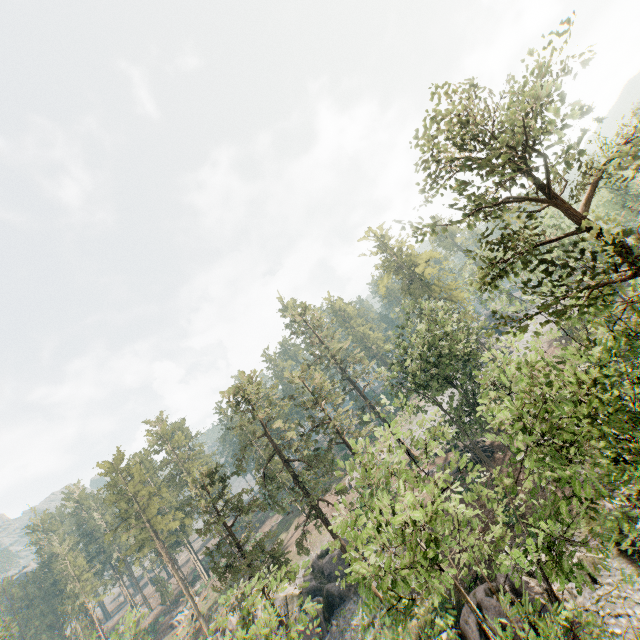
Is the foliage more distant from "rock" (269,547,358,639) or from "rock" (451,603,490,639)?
"rock" (269,547,358,639)

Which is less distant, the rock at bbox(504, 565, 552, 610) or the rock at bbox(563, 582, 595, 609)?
the rock at bbox(563, 582, 595, 609)

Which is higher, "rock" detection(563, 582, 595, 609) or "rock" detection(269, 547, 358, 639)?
"rock" detection(269, 547, 358, 639)

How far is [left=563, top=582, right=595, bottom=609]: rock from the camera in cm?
1811

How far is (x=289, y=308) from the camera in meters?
54.7 m

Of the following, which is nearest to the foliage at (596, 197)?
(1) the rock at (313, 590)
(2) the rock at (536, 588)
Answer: (2) the rock at (536, 588)

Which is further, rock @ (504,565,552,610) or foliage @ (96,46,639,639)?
rock @ (504,565,552,610)

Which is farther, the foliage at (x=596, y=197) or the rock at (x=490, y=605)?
the rock at (x=490, y=605)
